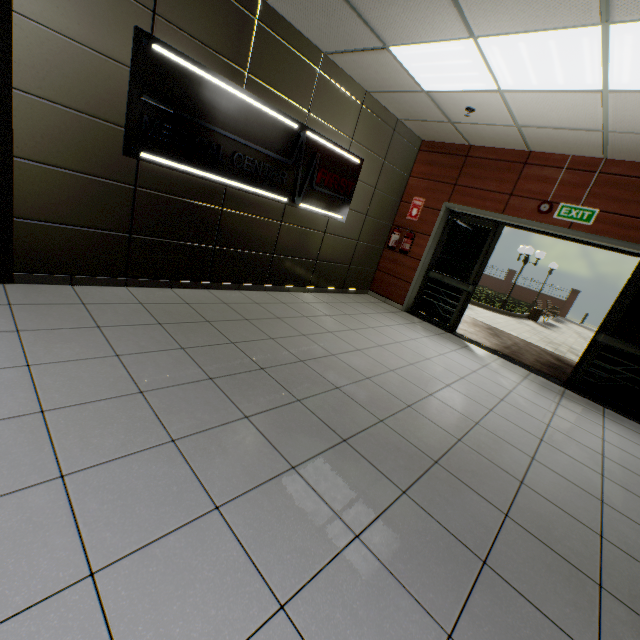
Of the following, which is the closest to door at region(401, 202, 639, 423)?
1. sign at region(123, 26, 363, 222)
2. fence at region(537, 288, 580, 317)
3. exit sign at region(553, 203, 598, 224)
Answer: exit sign at region(553, 203, 598, 224)

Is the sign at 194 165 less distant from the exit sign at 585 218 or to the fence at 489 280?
the exit sign at 585 218

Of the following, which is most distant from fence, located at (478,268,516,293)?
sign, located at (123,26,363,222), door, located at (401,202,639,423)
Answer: sign, located at (123,26,363,222)

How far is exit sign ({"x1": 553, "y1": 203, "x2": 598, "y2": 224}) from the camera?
4.7m

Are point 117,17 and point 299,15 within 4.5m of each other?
yes

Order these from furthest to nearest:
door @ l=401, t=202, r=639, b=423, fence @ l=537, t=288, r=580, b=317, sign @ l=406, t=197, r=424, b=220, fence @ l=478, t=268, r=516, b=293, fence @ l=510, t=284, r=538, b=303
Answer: fence @ l=478, t=268, r=516, b=293 → fence @ l=510, t=284, r=538, b=303 → fence @ l=537, t=288, r=580, b=317 → sign @ l=406, t=197, r=424, b=220 → door @ l=401, t=202, r=639, b=423

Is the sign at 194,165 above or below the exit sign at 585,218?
below

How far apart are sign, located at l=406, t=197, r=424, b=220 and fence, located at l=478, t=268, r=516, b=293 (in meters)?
24.00
